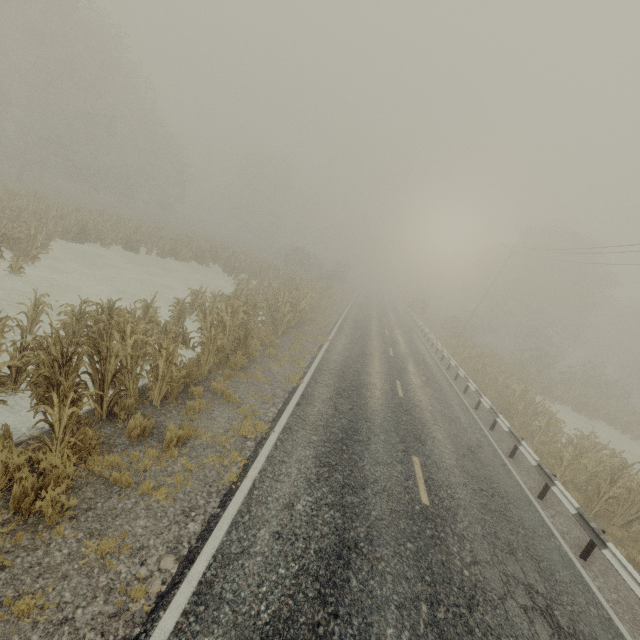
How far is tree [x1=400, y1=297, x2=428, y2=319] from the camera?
46.7 meters

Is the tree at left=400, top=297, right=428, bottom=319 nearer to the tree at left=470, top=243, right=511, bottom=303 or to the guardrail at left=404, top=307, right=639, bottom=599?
the guardrail at left=404, top=307, right=639, bottom=599

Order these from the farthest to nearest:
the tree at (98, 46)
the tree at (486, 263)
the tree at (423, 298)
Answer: the tree at (486, 263) < the tree at (423, 298) < the tree at (98, 46)

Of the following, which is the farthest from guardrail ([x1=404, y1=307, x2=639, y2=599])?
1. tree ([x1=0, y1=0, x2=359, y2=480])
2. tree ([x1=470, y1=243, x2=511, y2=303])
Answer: tree ([x1=470, y1=243, x2=511, y2=303])

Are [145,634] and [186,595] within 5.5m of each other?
yes

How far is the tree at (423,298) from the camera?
46.72m

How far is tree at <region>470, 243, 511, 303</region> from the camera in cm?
5428
